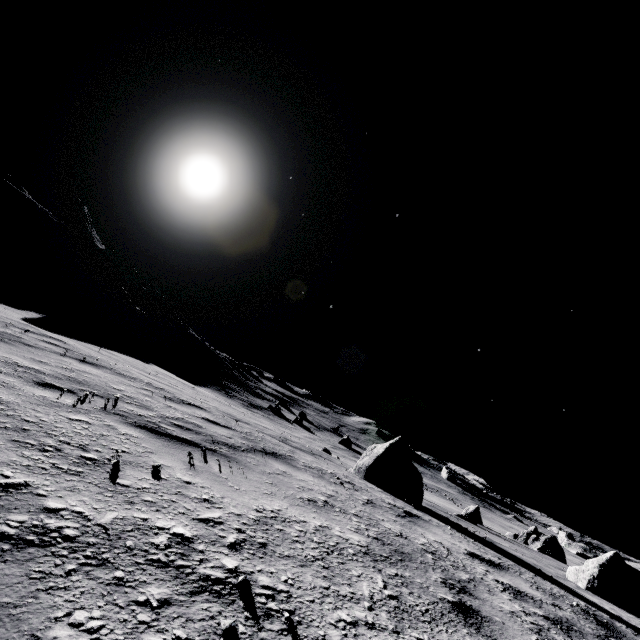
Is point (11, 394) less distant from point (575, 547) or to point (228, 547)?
point (228, 547)

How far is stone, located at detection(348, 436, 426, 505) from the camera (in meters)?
6.96

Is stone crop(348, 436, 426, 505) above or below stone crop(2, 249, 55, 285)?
below

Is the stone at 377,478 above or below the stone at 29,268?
below

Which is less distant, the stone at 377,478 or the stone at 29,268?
the stone at 377,478

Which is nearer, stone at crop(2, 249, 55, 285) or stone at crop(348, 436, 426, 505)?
stone at crop(348, 436, 426, 505)
